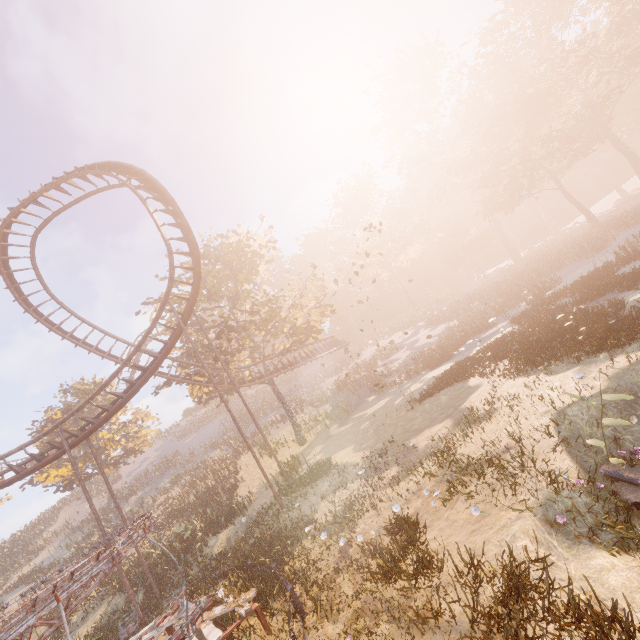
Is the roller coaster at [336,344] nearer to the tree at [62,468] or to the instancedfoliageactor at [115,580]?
the tree at [62,468]

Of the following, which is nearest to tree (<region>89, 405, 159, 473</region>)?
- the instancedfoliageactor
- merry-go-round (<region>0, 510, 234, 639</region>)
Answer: merry-go-round (<region>0, 510, 234, 639</region>)

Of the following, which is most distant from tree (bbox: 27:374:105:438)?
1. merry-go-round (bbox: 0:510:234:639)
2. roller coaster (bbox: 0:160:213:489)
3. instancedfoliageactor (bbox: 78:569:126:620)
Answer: instancedfoliageactor (bbox: 78:569:126:620)

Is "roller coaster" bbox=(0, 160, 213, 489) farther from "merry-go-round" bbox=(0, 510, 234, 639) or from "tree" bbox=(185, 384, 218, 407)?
"merry-go-round" bbox=(0, 510, 234, 639)

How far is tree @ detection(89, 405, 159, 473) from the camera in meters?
32.0 m

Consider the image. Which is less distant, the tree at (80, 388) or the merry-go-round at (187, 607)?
the merry-go-round at (187, 607)

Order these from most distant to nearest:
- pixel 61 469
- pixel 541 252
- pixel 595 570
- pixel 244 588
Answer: pixel 541 252, pixel 61 469, pixel 244 588, pixel 595 570

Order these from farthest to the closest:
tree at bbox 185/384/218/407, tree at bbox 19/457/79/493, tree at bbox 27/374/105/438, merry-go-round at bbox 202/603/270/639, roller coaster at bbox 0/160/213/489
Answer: tree at bbox 27/374/105/438 < tree at bbox 19/457/79/493 < tree at bbox 185/384/218/407 < roller coaster at bbox 0/160/213/489 < merry-go-round at bbox 202/603/270/639
